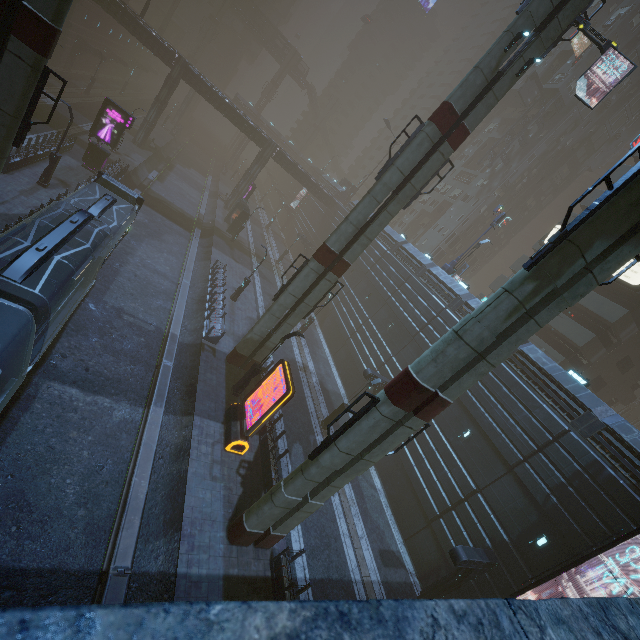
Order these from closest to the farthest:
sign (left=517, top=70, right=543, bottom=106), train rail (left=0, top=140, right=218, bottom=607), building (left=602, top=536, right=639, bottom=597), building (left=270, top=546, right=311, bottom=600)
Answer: A: train rail (left=0, top=140, right=218, bottom=607), building (left=270, top=546, right=311, bottom=600), building (left=602, top=536, right=639, bottom=597), sign (left=517, top=70, right=543, bottom=106)

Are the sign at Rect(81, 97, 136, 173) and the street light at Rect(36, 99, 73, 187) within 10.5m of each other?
yes

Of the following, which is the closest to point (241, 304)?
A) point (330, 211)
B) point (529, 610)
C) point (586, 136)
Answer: point (529, 610)

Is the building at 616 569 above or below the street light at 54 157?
above

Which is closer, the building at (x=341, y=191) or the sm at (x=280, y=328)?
the sm at (x=280, y=328)

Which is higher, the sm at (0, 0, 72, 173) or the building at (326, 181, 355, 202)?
Result: the building at (326, 181, 355, 202)

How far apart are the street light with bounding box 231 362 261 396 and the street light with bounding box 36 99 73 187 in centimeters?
1858cm

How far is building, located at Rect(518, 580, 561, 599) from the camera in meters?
14.5 m
